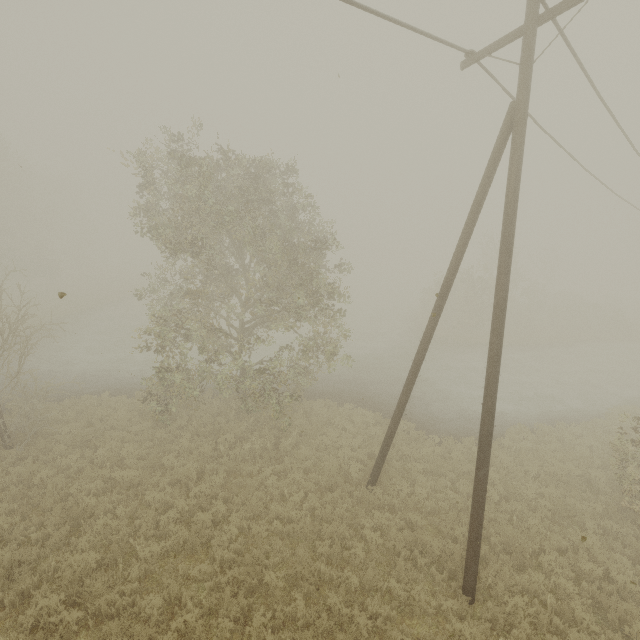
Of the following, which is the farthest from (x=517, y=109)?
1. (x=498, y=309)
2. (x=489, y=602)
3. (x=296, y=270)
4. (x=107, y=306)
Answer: (x=107, y=306)
